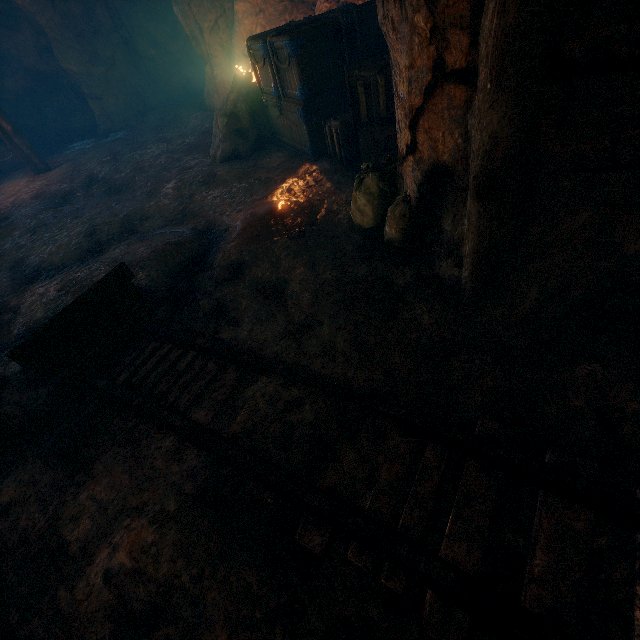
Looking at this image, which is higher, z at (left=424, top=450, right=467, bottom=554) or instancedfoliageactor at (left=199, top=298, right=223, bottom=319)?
instancedfoliageactor at (left=199, top=298, right=223, bottom=319)

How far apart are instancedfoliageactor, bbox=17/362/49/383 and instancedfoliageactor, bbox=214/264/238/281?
1.2m

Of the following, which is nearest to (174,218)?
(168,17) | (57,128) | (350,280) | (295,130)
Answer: (295,130)

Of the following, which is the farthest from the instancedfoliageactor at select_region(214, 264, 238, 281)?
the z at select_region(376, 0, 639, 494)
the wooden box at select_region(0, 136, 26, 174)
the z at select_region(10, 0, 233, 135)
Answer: the wooden box at select_region(0, 136, 26, 174)

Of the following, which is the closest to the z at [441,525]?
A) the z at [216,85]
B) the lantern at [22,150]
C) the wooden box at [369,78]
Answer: the wooden box at [369,78]

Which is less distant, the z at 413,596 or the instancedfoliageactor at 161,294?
the z at 413,596

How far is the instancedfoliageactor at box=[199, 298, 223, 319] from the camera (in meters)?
3.48

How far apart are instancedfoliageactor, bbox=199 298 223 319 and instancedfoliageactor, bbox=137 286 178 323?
0.4 meters
